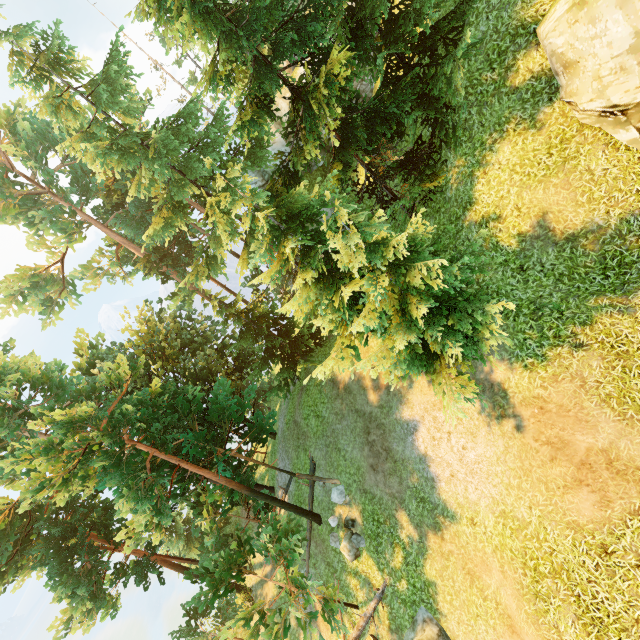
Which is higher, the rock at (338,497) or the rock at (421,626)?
the rock at (338,497)

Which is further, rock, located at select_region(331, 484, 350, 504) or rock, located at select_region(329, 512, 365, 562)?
rock, located at select_region(331, 484, 350, 504)

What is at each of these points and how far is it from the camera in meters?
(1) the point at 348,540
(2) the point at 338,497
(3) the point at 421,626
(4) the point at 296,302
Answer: (1) rock, 15.1 m
(2) rock, 16.5 m
(3) rock, 11.2 m
(4) tree, 13.4 m

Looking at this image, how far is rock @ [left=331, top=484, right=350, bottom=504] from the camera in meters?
16.1 m

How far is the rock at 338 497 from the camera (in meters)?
16.15

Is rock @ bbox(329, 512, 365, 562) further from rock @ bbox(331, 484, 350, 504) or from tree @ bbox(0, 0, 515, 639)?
tree @ bbox(0, 0, 515, 639)

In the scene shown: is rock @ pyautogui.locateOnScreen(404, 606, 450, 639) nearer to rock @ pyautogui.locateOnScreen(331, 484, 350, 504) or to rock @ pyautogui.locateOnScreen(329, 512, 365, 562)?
rock @ pyautogui.locateOnScreen(329, 512, 365, 562)

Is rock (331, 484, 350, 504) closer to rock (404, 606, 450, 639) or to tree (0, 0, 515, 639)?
tree (0, 0, 515, 639)
